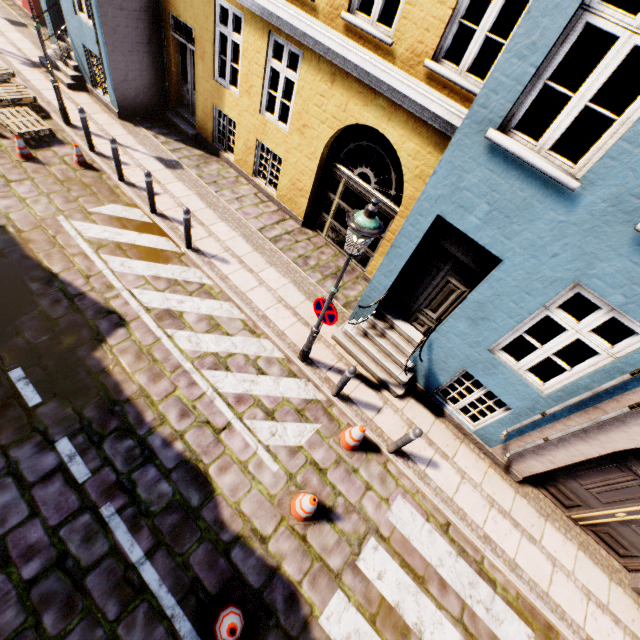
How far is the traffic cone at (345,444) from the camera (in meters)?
5.72

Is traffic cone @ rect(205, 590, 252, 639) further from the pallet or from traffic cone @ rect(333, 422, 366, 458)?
the pallet

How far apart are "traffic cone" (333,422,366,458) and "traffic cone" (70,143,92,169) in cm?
946

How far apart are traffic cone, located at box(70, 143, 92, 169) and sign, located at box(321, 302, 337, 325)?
8.10m

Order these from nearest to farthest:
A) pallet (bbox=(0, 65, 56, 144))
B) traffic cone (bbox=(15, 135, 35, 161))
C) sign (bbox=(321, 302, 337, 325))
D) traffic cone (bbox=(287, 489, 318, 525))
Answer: traffic cone (bbox=(287, 489, 318, 525)) < sign (bbox=(321, 302, 337, 325)) < traffic cone (bbox=(15, 135, 35, 161)) < pallet (bbox=(0, 65, 56, 144))

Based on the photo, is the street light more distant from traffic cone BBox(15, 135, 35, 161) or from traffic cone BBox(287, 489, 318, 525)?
traffic cone BBox(15, 135, 35, 161)

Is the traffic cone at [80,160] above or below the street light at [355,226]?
below

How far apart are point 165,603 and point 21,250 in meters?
7.1
